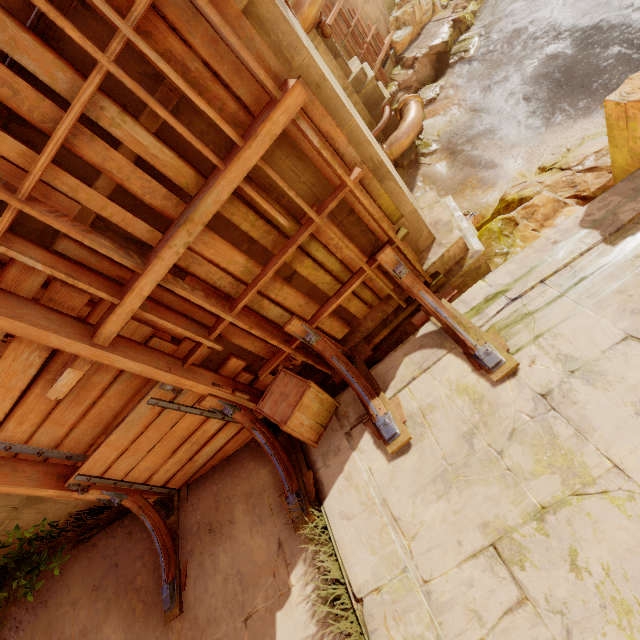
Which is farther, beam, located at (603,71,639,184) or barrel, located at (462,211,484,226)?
barrel, located at (462,211,484,226)

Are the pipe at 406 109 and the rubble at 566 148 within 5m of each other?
yes

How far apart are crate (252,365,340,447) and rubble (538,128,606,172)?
6.1 meters

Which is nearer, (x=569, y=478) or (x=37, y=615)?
(x=569, y=478)

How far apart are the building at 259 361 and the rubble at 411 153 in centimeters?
724cm

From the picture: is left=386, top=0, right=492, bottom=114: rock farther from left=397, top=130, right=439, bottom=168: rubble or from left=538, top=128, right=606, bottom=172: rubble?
left=538, top=128, right=606, bottom=172: rubble

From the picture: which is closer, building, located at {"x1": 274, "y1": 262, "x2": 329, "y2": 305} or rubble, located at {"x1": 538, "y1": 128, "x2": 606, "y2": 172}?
building, located at {"x1": 274, "y1": 262, "x2": 329, "y2": 305}

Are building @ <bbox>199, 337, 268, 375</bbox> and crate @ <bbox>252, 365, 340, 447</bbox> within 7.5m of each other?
yes
